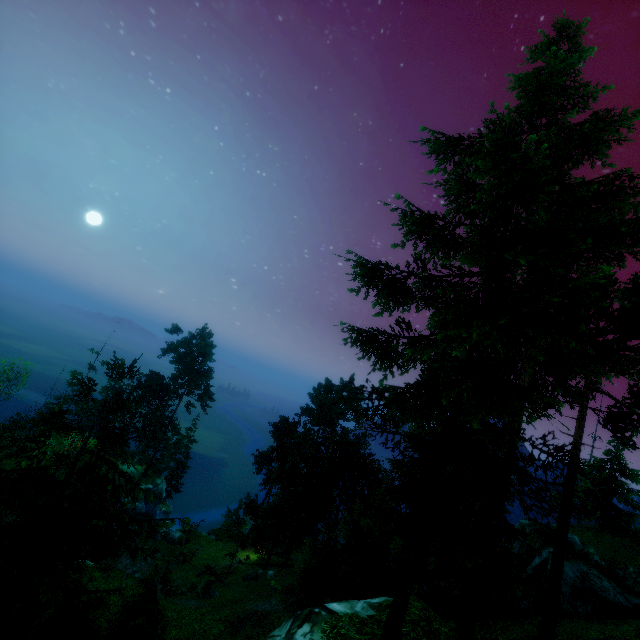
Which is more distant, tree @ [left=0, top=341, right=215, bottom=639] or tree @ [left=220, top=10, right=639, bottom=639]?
tree @ [left=220, top=10, right=639, bottom=639]

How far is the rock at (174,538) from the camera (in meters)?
37.16

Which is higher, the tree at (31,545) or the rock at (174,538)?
the tree at (31,545)

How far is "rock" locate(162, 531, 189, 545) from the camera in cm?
3716

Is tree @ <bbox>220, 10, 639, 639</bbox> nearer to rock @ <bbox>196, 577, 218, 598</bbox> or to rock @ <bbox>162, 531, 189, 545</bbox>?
rock @ <bbox>196, 577, 218, 598</bbox>

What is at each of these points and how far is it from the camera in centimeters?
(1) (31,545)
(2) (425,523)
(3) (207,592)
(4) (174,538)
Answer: (1) tree, 523cm
(2) tree, 839cm
(3) rock, 2775cm
(4) rock, 3734cm

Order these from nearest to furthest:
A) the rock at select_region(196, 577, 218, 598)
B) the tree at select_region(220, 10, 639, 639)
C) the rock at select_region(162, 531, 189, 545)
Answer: the tree at select_region(220, 10, 639, 639), the rock at select_region(196, 577, 218, 598), the rock at select_region(162, 531, 189, 545)

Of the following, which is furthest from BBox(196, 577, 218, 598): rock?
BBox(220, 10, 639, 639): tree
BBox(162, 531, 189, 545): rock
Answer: BBox(162, 531, 189, 545): rock
